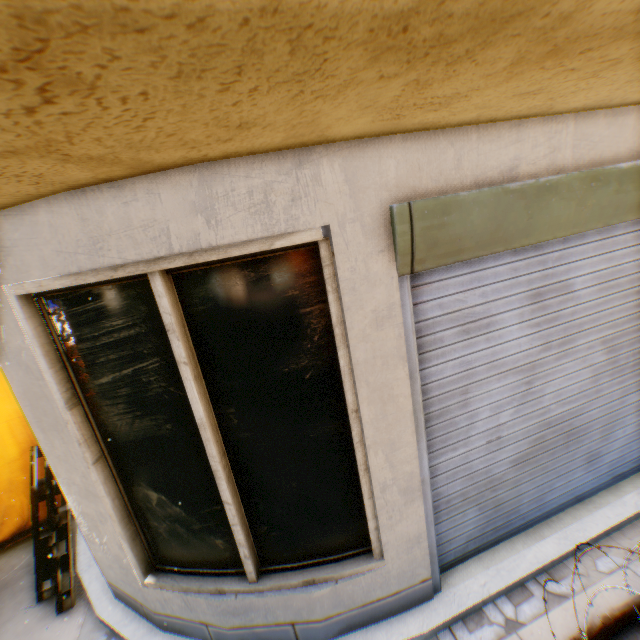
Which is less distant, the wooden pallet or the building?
the building

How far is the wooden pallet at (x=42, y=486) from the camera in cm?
295

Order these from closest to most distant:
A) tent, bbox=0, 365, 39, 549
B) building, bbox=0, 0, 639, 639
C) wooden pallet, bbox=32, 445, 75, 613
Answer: building, bbox=0, 0, 639, 639
wooden pallet, bbox=32, 445, 75, 613
tent, bbox=0, 365, 39, 549

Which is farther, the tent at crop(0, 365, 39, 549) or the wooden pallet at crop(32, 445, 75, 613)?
the tent at crop(0, 365, 39, 549)

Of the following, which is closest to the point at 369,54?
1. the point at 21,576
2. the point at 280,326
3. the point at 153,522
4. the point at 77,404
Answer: the point at 280,326

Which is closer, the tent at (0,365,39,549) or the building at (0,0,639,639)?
the building at (0,0,639,639)

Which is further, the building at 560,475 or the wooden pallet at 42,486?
the wooden pallet at 42,486

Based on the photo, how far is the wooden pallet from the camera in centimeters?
295cm
